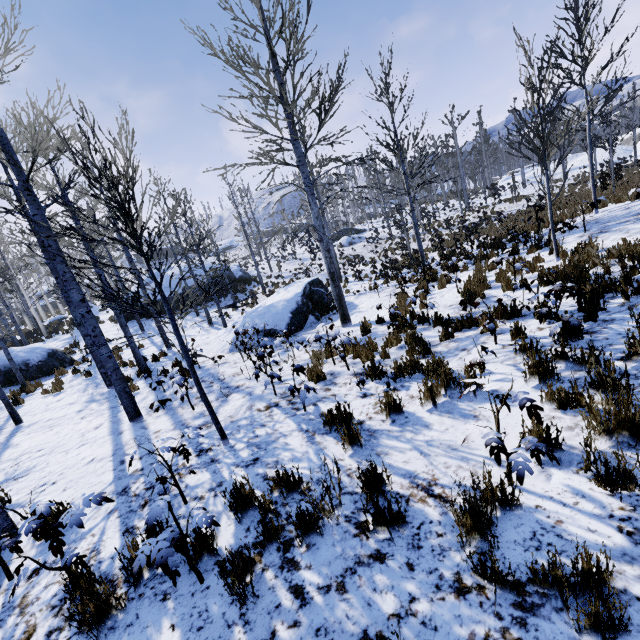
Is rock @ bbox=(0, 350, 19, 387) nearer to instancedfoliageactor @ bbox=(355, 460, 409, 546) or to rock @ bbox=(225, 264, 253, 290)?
rock @ bbox=(225, 264, 253, 290)

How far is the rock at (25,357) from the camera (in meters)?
13.19

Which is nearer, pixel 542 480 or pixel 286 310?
pixel 542 480

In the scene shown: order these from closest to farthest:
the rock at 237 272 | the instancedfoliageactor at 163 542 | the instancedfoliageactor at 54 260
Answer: the instancedfoliageactor at 163 542 → the instancedfoliageactor at 54 260 → the rock at 237 272

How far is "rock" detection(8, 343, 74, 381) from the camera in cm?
1319

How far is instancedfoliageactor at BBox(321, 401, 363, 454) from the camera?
3.8m

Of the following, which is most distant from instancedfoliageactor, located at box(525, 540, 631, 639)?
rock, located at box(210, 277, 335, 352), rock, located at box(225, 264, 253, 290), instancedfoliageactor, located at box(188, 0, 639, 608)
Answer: rock, located at box(225, 264, 253, 290)

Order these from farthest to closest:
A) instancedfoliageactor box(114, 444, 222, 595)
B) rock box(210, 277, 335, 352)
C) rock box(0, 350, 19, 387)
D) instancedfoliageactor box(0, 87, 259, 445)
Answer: rock box(0, 350, 19, 387) → rock box(210, 277, 335, 352) → instancedfoliageactor box(0, 87, 259, 445) → instancedfoliageactor box(114, 444, 222, 595)
